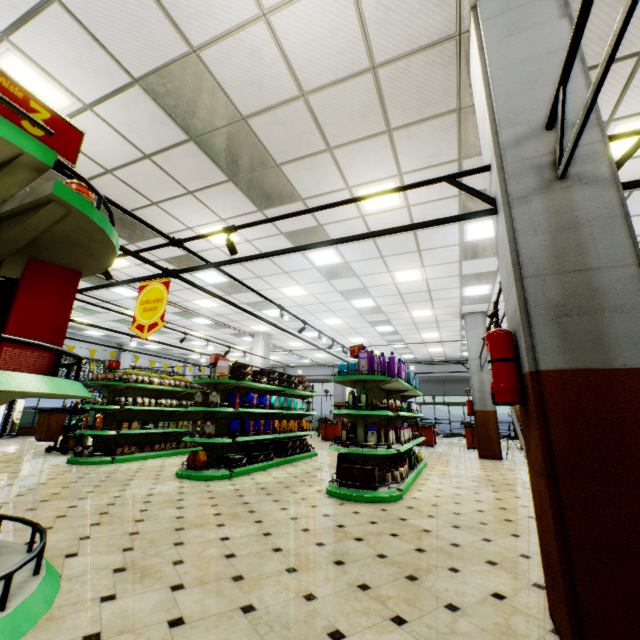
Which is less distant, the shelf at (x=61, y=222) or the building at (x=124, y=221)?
the shelf at (x=61, y=222)

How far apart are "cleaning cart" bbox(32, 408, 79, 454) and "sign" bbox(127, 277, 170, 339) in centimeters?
714cm

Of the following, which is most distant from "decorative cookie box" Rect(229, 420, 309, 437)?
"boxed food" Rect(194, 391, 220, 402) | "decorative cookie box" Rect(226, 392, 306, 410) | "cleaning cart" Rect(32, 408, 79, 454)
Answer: "cleaning cart" Rect(32, 408, 79, 454)

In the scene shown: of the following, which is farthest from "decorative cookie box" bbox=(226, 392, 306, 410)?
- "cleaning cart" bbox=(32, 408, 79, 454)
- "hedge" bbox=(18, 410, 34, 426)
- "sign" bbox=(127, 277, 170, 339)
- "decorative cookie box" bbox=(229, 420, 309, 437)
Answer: "hedge" bbox=(18, 410, 34, 426)

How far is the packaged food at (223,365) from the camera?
6.88m

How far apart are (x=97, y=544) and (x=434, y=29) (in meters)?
6.08

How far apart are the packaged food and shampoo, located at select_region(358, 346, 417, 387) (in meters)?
3.22

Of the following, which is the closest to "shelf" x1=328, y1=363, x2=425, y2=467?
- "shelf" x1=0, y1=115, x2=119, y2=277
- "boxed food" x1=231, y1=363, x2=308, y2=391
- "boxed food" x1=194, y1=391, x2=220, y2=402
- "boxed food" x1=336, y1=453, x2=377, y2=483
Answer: "boxed food" x1=336, y1=453, x2=377, y2=483
